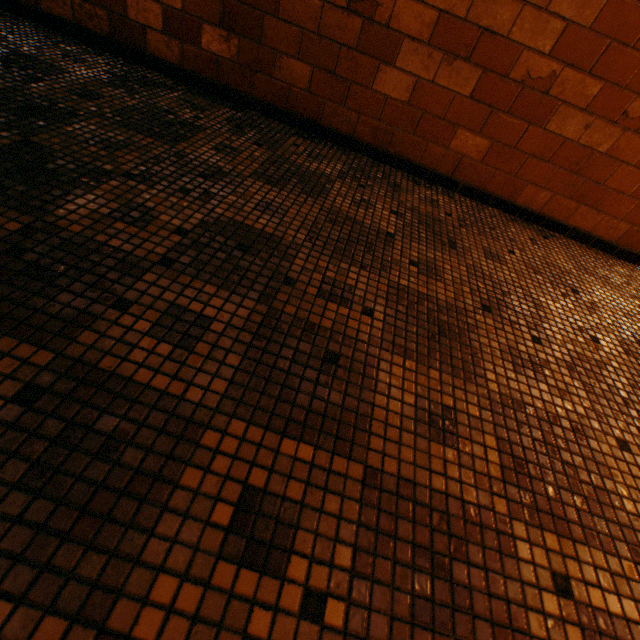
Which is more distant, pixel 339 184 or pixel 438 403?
pixel 339 184
